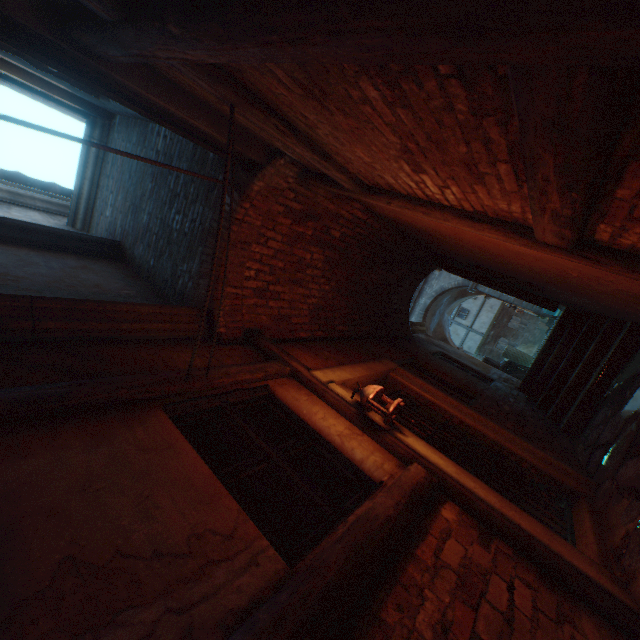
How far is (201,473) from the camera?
1.77m

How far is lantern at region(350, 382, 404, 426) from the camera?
2.8 meters

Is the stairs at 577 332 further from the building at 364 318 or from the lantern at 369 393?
the lantern at 369 393

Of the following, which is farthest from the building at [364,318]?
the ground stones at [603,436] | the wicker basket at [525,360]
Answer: the wicker basket at [525,360]

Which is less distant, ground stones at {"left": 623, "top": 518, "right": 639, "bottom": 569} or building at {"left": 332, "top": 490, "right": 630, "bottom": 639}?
building at {"left": 332, "top": 490, "right": 630, "bottom": 639}

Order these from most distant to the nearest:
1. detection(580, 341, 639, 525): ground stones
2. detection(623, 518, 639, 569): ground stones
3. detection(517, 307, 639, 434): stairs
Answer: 1. detection(517, 307, 639, 434): stairs
2. detection(580, 341, 639, 525): ground stones
3. detection(623, 518, 639, 569): ground stones

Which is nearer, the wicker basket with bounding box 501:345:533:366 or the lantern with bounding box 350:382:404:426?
the lantern with bounding box 350:382:404:426

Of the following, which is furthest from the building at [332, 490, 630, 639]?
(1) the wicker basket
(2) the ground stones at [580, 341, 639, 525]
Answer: (1) the wicker basket
